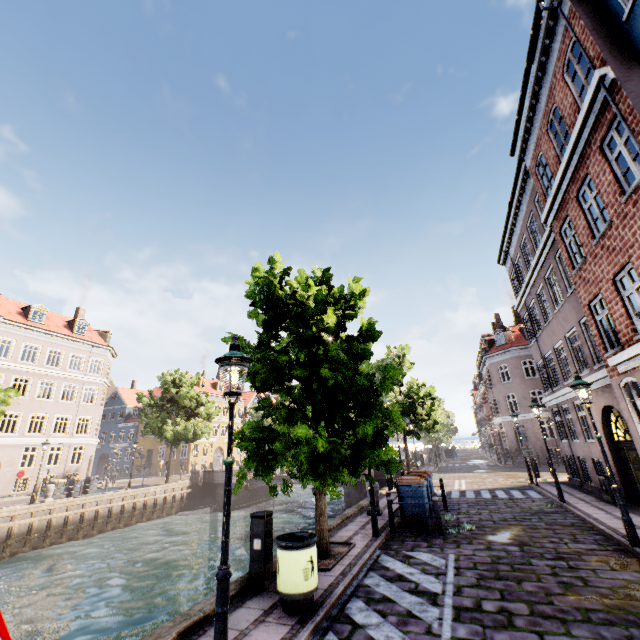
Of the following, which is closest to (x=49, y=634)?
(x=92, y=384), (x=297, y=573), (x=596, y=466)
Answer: (x=297, y=573)

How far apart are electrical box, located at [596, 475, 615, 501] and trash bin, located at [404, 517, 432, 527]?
7.4 meters

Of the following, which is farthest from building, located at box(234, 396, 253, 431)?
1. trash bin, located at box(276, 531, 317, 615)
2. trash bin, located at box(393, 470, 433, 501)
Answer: trash bin, located at box(276, 531, 317, 615)

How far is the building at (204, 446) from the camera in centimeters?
4394cm

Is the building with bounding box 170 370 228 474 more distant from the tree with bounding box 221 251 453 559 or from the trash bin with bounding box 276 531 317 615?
the trash bin with bounding box 276 531 317 615

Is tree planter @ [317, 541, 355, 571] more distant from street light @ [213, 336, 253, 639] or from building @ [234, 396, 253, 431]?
building @ [234, 396, 253, 431]

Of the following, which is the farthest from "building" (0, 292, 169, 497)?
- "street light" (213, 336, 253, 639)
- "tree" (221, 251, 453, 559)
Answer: "tree" (221, 251, 453, 559)

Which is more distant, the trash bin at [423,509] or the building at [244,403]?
the building at [244,403]
